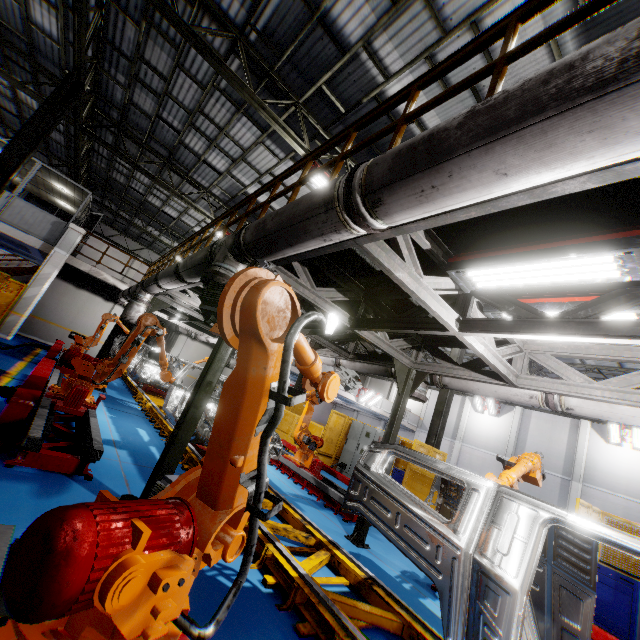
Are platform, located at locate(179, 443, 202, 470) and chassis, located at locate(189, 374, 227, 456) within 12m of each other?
yes

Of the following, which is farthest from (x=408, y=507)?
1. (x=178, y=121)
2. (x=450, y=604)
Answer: (x=178, y=121)

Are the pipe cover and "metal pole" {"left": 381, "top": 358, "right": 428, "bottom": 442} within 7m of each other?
yes

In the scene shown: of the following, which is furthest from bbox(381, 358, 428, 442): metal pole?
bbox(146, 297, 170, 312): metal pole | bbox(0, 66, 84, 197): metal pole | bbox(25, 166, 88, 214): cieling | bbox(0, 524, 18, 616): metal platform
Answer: bbox(25, 166, 88, 214): cieling

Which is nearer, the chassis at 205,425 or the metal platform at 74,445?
the metal platform at 74,445

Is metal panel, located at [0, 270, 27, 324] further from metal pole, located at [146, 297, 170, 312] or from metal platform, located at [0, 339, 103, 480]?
metal pole, located at [146, 297, 170, 312]

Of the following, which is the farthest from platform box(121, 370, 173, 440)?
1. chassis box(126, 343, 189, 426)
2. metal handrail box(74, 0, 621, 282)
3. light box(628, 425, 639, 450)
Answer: light box(628, 425, 639, 450)

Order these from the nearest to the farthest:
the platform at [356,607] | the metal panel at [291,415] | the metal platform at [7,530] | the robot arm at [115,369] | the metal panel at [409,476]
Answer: the metal platform at [7,530] → the platform at [356,607] → the robot arm at [115,369] → the metal panel at [409,476] → the metal panel at [291,415]
